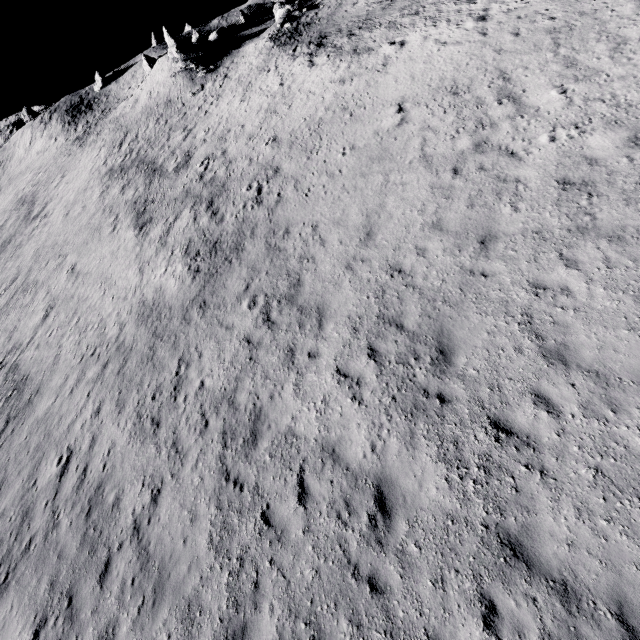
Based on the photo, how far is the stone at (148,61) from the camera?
51.8m

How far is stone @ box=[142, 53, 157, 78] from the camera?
51.78m

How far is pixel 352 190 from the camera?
14.3m
